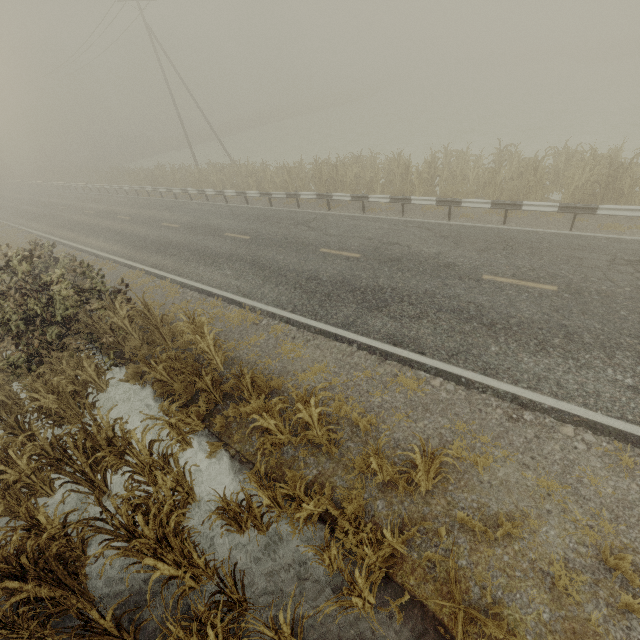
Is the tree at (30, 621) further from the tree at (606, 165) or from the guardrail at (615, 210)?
the guardrail at (615, 210)

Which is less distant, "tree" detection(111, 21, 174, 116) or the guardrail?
the guardrail

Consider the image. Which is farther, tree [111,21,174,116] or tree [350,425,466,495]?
tree [111,21,174,116]

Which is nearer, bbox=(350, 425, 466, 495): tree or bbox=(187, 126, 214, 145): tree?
bbox=(350, 425, 466, 495): tree

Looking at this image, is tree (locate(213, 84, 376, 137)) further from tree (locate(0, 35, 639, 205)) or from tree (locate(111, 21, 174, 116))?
tree (locate(111, 21, 174, 116))

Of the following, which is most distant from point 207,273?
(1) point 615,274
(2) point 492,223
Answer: (1) point 615,274

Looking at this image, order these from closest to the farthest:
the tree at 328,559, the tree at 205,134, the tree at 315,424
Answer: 1. the tree at 328,559
2. the tree at 315,424
3. the tree at 205,134

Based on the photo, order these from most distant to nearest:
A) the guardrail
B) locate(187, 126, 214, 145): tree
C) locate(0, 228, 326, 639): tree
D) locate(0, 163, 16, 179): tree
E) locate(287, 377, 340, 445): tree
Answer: locate(0, 163, 16, 179): tree → locate(187, 126, 214, 145): tree → the guardrail → locate(287, 377, 340, 445): tree → locate(0, 228, 326, 639): tree
